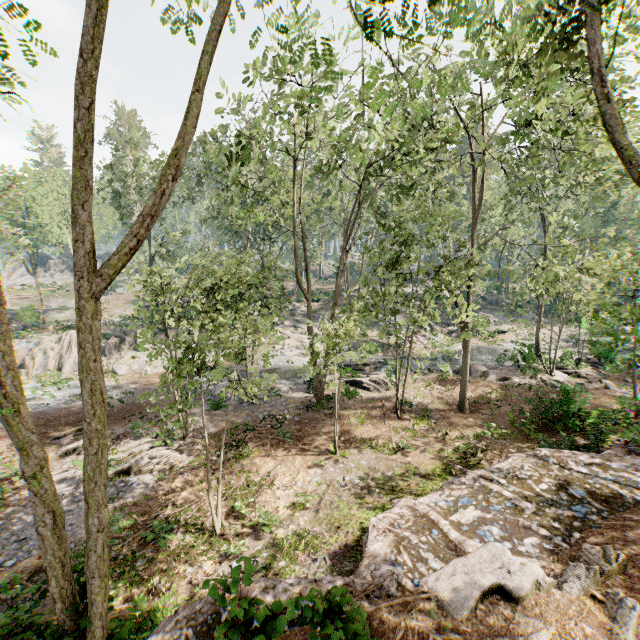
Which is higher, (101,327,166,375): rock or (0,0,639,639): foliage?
(0,0,639,639): foliage

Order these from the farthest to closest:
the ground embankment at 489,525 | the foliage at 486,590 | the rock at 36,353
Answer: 1. the rock at 36,353
2. the foliage at 486,590
3. the ground embankment at 489,525

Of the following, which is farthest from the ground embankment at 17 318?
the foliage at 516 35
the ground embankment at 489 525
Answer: the ground embankment at 489 525

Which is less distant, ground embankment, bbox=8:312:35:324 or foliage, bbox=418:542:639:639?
foliage, bbox=418:542:639:639

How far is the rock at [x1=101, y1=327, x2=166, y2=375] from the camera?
28.6 meters

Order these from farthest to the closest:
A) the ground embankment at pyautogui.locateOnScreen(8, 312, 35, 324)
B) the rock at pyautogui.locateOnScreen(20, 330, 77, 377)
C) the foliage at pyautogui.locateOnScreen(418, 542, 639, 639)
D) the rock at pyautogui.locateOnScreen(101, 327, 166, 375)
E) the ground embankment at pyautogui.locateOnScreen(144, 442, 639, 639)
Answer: the ground embankment at pyautogui.locateOnScreen(8, 312, 35, 324)
the rock at pyautogui.locateOnScreen(101, 327, 166, 375)
the rock at pyautogui.locateOnScreen(20, 330, 77, 377)
the foliage at pyautogui.locateOnScreen(418, 542, 639, 639)
the ground embankment at pyautogui.locateOnScreen(144, 442, 639, 639)

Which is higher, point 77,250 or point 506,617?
point 77,250

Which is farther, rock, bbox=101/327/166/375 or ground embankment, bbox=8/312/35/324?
ground embankment, bbox=8/312/35/324
